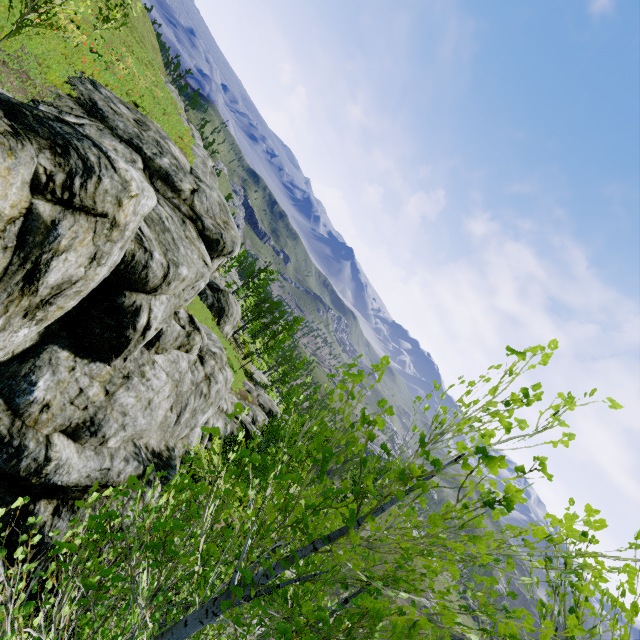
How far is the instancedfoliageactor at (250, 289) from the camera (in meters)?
28.17

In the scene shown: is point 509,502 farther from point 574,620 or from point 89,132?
point 89,132

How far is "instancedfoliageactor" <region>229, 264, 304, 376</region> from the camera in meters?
28.2

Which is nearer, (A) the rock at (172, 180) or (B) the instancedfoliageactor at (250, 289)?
(A) the rock at (172, 180)

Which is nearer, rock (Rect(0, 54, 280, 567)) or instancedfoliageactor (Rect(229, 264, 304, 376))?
rock (Rect(0, 54, 280, 567))
